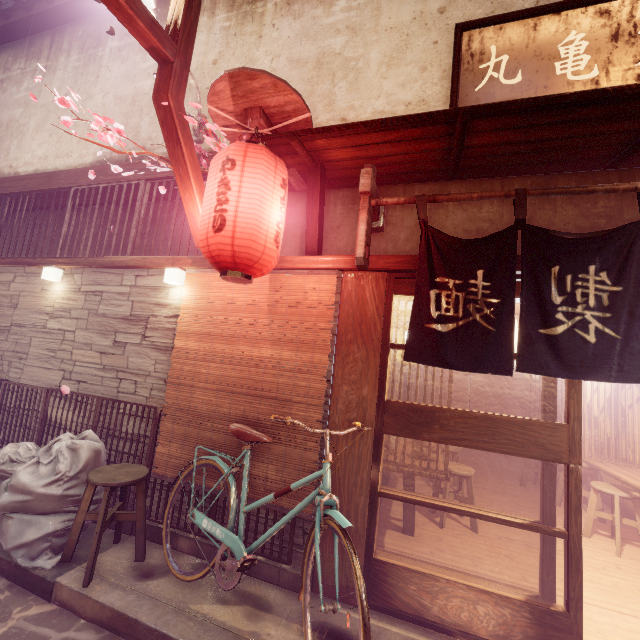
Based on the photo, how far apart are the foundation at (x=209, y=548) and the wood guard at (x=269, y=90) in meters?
6.9

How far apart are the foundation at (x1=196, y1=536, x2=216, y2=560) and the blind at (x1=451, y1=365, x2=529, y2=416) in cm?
1438

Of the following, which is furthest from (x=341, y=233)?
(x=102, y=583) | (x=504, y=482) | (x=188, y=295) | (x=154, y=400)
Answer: (x=504, y=482)

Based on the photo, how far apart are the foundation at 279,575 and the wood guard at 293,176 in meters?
6.9

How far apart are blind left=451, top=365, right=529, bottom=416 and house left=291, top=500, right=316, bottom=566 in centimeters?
1436cm

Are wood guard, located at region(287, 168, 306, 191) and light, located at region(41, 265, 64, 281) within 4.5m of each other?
no

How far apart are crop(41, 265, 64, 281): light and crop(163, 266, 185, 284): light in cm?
342

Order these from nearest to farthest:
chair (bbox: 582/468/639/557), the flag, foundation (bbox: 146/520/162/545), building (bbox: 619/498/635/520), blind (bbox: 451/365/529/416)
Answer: the flag → foundation (bbox: 146/520/162/545) → chair (bbox: 582/468/639/557) → building (bbox: 619/498/635/520) → blind (bbox: 451/365/529/416)
